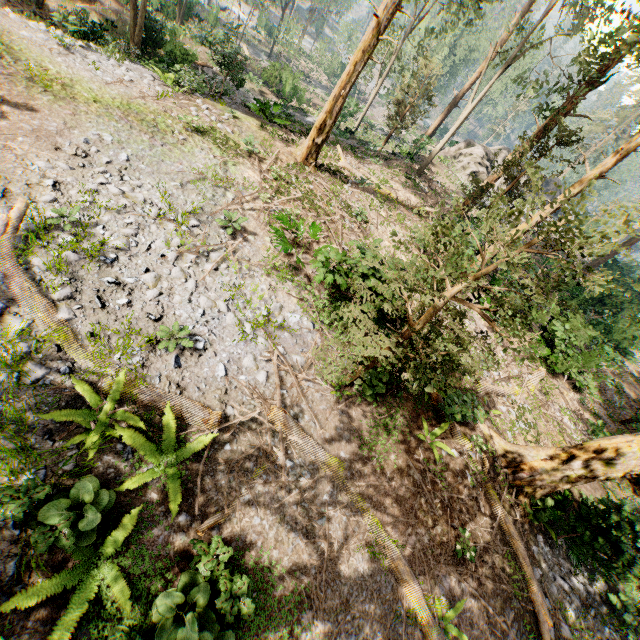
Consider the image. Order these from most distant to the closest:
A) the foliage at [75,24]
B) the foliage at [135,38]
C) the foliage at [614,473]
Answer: the foliage at [135,38]
the foliage at [75,24]
the foliage at [614,473]

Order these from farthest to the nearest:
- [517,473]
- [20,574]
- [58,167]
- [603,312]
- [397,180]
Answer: [603,312]
[397,180]
[517,473]
[58,167]
[20,574]

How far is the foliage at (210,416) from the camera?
6.6m

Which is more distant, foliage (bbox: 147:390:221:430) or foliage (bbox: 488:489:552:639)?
foliage (bbox: 488:489:552:639)

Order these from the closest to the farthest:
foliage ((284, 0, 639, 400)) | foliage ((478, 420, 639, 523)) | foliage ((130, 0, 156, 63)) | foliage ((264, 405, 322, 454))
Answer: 1. foliage ((284, 0, 639, 400))
2. foliage ((264, 405, 322, 454))
3. foliage ((478, 420, 639, 523))
4. foliage ((130, 0, 156, 63))

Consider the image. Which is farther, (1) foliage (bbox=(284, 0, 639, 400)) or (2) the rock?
(2) the rock
